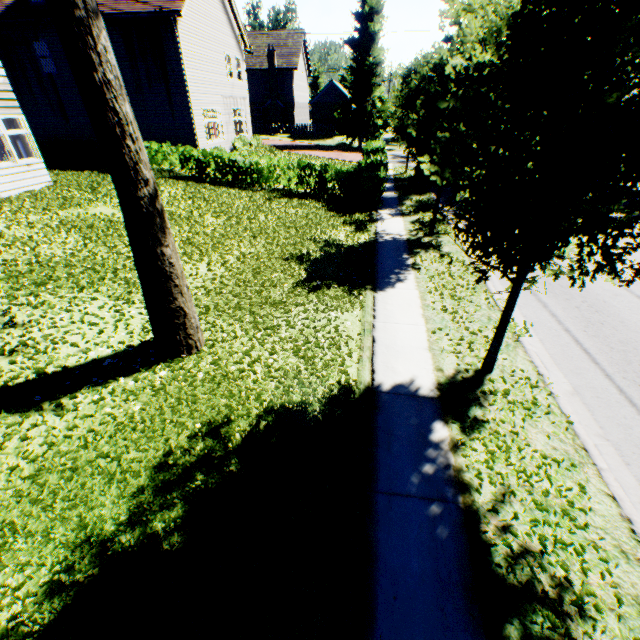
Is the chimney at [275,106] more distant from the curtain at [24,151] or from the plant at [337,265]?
the plant at [337,265]

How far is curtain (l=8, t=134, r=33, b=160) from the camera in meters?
12.3 m

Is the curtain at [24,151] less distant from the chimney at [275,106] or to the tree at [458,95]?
the tree at [458,95]

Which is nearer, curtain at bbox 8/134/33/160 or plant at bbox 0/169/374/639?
plant at bbox 0/169/374/639

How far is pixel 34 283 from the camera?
7.2m

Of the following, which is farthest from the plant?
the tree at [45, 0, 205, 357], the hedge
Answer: the hedge

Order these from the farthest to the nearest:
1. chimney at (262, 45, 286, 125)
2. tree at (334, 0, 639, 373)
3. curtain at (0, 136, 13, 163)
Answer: chimney at (262, 45, 286, 125), curtain at (0, 136, 13, 163), tree at (334, 0, 639, 373)

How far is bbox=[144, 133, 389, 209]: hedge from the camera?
15.8m
